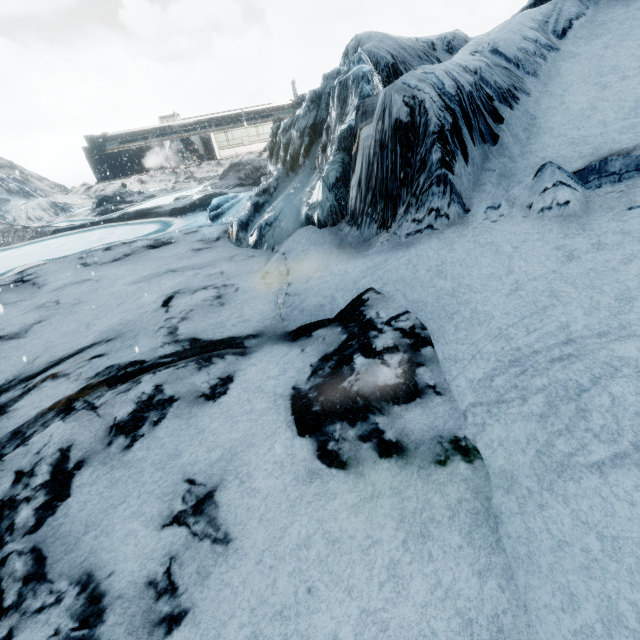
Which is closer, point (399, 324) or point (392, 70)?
point (399, 324)
